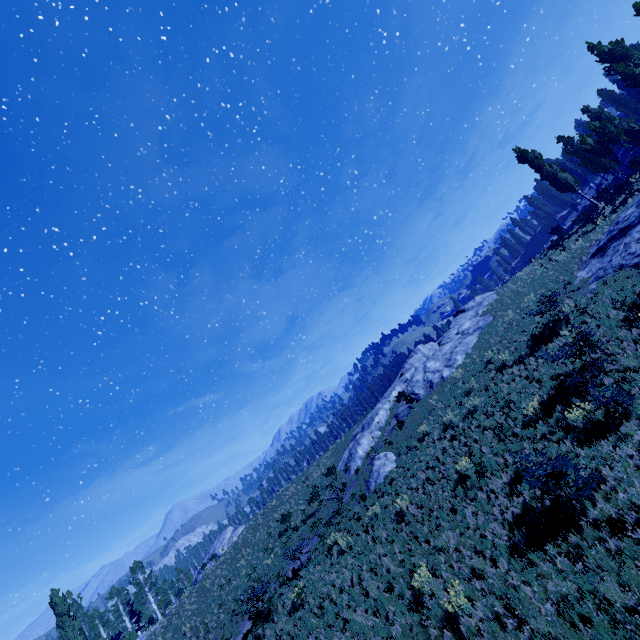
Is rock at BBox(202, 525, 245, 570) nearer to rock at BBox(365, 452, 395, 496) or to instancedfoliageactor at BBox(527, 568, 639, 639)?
instancedfoliageactor at BBox(527, 568, 639, 639)

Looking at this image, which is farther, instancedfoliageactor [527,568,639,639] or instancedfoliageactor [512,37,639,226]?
instancedfoliageactor [512,37,639,226]

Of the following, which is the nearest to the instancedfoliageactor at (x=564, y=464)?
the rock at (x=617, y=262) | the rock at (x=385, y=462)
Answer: the rock at (x=617, y=262)

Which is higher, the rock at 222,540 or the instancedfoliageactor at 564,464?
the rock at 222,540

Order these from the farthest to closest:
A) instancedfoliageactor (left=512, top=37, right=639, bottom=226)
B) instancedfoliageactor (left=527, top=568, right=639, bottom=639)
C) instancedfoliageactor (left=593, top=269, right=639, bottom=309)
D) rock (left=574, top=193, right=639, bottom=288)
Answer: instancedfoliageactor (left=512, top=37, right=639, bottom=226), rock (left=574, top=193, right=639, bottom=288), instancedfoliageactor (left=593, top=269, right=639, bottom=309), instancedfoliageactor (left=527, top=568, right=639, bottom=639)

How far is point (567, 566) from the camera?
8.0m

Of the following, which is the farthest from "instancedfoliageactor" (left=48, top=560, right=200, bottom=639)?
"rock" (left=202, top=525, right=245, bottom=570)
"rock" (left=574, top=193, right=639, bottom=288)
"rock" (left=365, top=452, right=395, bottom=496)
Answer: "rock" (left=365, top=452, right=395, bottom=496)

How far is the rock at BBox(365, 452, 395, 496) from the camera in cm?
2039
